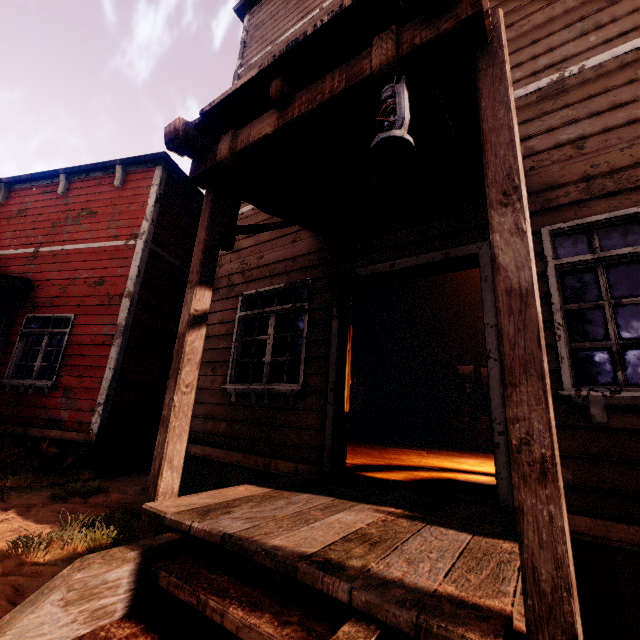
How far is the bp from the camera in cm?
343

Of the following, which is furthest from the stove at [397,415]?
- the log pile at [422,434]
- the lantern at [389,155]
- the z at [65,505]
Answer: the lantern at [389,155]

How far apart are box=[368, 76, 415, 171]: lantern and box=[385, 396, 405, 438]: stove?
9.8 meters

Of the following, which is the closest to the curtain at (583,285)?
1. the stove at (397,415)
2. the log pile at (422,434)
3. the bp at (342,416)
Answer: the bp at (342,416)

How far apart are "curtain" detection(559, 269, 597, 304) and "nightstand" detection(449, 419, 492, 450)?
6.0m

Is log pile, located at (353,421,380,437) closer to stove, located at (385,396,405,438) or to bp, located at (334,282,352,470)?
stove, located at (385,396,405,438)

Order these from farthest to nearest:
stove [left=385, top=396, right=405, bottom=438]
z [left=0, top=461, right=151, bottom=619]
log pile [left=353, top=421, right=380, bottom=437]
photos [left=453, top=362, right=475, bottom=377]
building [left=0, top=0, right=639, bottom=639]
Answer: stove [left=385, top=396, right=405, bottom=438] < log pile [left=353, top=421, right=380, bottom=437] < photos [left=453, top=362, right=475, bottom=377] < z [left=0, top=461, right=151, bottom=619] < building [left=0, top=0, right=639, bottom=639]

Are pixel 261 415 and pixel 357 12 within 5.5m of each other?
yes
